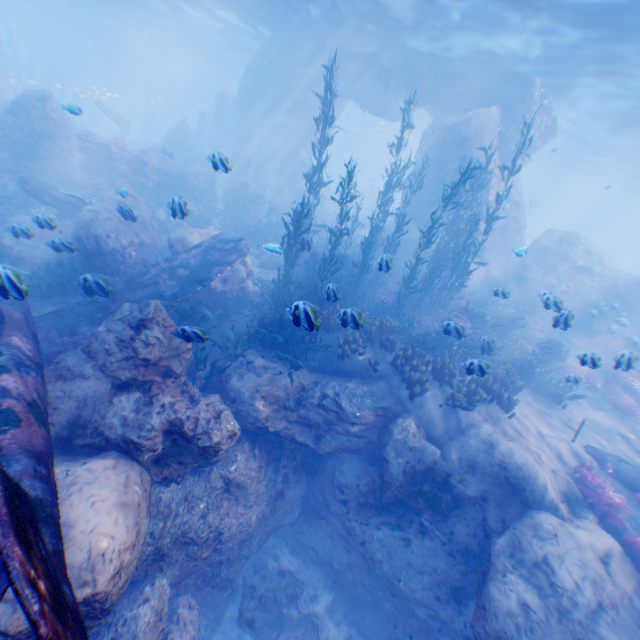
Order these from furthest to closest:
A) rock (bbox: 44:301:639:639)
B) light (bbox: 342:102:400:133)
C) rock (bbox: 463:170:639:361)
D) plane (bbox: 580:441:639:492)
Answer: light (bbox: 342:102:400:133) → rock (bbox: 463:170:639:361) → plane (bbox: 580:441:639:492) → rock (bbox: 44:301:639:639)

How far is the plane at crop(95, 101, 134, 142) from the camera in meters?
27.4

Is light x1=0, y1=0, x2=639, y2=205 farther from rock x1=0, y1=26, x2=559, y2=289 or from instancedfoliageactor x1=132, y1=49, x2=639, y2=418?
instancedfoliageactor x1=132, y1=49, x2=639, y2=418

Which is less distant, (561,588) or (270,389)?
(561,588)

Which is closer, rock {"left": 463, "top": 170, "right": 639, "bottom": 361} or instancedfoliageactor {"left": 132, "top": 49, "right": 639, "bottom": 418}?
instancedfoliageactor {"left": 132, "top": 49, "right": 639, "bottom": 418}

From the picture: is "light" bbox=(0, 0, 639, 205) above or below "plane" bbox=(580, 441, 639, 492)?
above

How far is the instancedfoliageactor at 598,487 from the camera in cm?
775

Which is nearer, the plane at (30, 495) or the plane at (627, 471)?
the plane at (30, 495)
